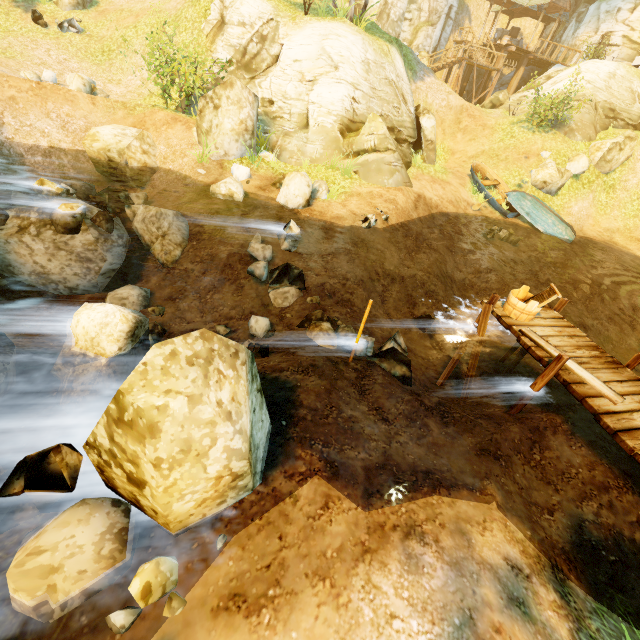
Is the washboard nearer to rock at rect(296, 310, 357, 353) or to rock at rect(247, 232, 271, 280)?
rock at rect(296, 310, 357, 353)

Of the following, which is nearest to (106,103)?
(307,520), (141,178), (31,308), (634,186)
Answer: (141,178)

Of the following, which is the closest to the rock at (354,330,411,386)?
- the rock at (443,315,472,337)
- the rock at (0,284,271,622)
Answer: the rock at (0,284,271,622)

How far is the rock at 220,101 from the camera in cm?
1105

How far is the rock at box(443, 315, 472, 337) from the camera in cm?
1038

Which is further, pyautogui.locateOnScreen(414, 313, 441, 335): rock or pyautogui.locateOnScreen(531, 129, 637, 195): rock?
pyautogui.locateOnScreen(531, 129, 637, 195): rock

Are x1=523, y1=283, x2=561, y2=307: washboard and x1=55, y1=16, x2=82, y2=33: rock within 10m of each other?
no

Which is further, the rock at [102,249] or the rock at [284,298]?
the rock at [284,298]
